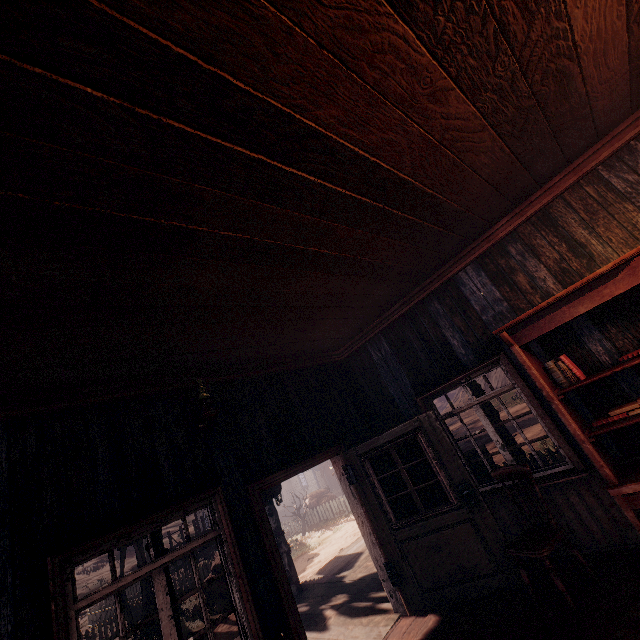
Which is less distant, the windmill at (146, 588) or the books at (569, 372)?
the books at (569, 372)

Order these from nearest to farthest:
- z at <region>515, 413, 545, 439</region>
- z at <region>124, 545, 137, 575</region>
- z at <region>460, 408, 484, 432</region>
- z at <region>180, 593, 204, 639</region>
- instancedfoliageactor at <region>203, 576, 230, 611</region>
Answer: z at <region>180, 593, 204, 639</region>
instancedfoliageactor at <region>203, 576, 230, 611</region>
z at <region>515, 413, 545, 439</region>
z at <region>460, 408, 484, 432</region>
z at <region>124, 545, 137, 575</region>

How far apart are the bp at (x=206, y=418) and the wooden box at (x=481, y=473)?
6.15m

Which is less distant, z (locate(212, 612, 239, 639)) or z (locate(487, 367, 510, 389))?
z (locate(212, 612, 239, 639))

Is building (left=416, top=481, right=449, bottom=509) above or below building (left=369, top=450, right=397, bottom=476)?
below

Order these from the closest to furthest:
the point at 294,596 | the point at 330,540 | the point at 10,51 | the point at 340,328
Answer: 1. the point at 10,51
2. the point at 340,328
3. the point at 294,596
4. the point at 330,540

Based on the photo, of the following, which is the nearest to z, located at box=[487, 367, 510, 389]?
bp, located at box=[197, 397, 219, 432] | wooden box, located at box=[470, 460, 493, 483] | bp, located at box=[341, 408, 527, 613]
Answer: wooden box, located at box=[470, 460, 493, 483]

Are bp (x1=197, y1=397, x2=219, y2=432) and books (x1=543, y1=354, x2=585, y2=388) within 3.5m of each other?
no
